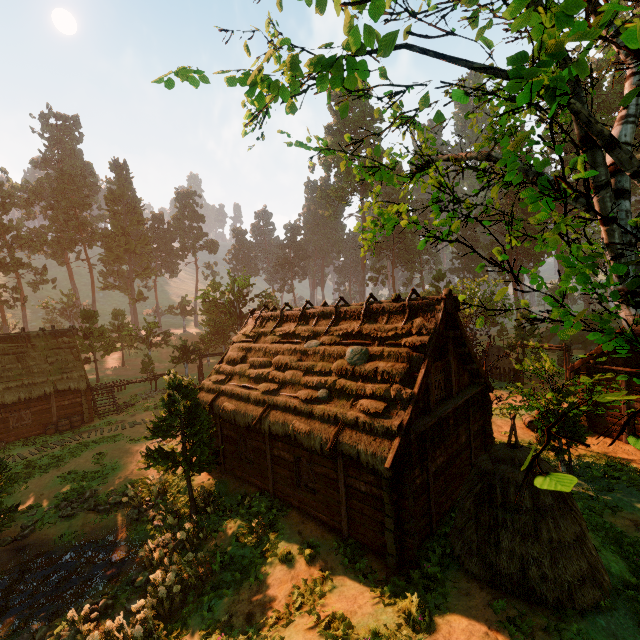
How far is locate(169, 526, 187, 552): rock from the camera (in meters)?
Result: 12.15

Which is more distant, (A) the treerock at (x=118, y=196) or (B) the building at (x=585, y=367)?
(A) the treerock at (x=118, y=196)

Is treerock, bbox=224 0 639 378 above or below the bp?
above

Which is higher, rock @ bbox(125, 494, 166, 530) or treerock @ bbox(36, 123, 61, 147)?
treerock @ bbox(36, 123, 61, 147)

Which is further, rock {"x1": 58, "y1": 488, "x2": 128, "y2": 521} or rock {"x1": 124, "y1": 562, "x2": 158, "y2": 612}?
rock {"x1": 58, "y1": 488, "x2": 128, "y2": 521}

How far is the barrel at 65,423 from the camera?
23.95m

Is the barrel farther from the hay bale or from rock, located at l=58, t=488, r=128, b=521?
the hay bale

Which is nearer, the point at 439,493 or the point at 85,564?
the point at 439,493
